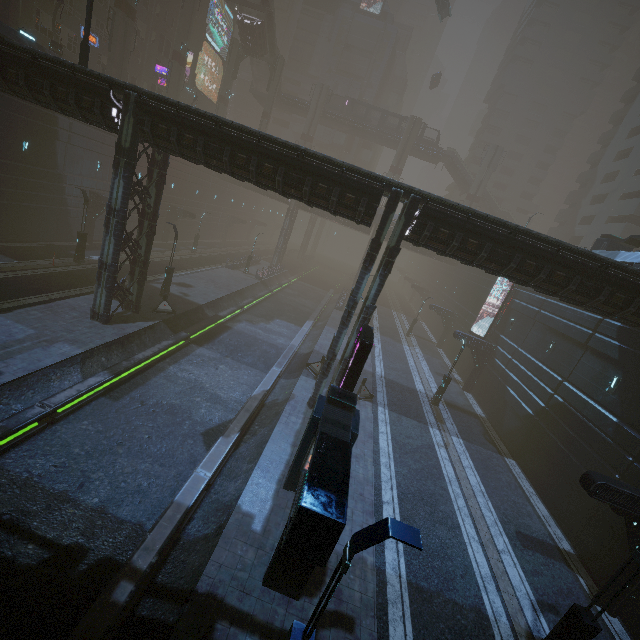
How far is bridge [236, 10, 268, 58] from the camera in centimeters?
Answer: 4416cm

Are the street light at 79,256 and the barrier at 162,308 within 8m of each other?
no

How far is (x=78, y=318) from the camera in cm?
1811

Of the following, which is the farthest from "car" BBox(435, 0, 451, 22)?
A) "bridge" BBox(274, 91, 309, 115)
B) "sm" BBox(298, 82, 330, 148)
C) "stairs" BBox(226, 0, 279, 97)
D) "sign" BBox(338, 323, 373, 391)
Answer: "sign" BBox(338, 323, 373, 391)

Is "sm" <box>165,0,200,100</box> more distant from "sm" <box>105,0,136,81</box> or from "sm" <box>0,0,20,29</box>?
"sm" <box>0,0,20,29</box>

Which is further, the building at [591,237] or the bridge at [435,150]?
the bridge at [435,150]

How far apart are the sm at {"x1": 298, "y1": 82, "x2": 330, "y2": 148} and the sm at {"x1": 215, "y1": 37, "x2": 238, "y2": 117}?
12.1 meters

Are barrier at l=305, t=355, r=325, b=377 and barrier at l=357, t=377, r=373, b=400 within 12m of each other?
yes
